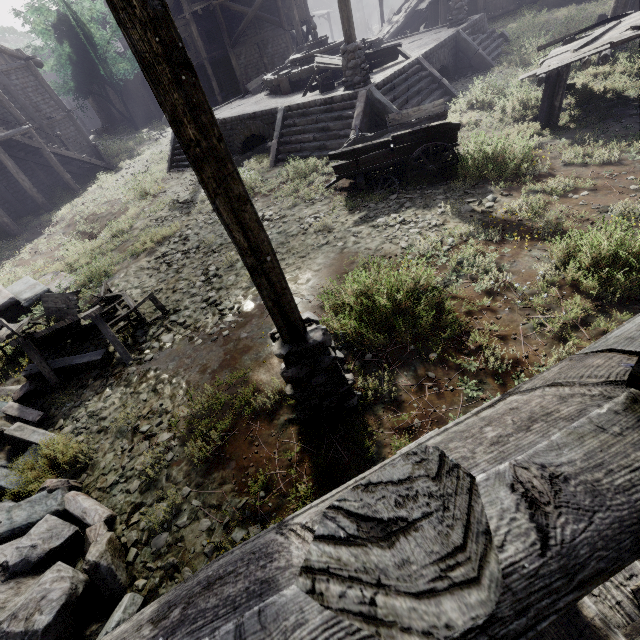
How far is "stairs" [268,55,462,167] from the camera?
10.40m

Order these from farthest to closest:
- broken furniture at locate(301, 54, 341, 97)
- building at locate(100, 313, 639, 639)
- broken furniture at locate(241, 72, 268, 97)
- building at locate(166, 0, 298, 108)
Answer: building at locate(166, 0, 298, 108) → broken furniture at locate(241, 72, 268, 97) → broken furniture at locate(301, 54, 341, 97) → building at locate(100, 313, 639, 639)

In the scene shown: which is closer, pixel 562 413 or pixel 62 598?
pixel 562 413

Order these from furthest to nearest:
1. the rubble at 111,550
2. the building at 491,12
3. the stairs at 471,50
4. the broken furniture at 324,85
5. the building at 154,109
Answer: the building at 154,109 < the building at 491,12 < the stairs at 471,50 < the broken furniture at 324,85 < the rubble at 111,550

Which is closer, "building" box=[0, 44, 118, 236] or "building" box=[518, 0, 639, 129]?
"building" box=[518, 0, 639, 129]

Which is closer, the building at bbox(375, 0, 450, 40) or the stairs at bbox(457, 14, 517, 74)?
the stairs at bbox(457, 14, 517, 74)

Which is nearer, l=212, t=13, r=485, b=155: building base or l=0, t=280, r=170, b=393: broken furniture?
l=0, t=280, r=170, b=393: broken furniture

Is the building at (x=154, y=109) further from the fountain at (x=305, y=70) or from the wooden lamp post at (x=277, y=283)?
the fountain at (x=305, y=70)
